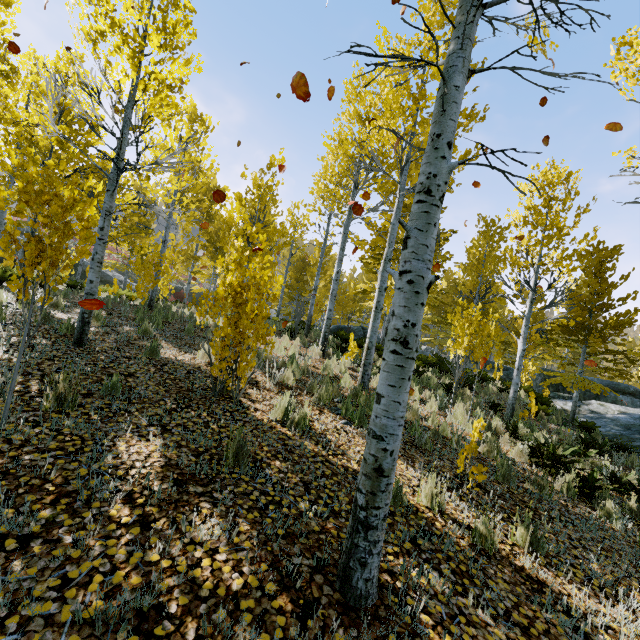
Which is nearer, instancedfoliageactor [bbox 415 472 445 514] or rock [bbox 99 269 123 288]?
instancedfoliageactor [bbox 415 472 445 514]

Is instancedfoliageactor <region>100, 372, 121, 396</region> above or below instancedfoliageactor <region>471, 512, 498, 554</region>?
above

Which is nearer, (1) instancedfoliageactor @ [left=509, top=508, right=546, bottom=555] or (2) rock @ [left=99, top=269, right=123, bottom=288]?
(1) instancedfoliageactor @ [left=509, top=508, right=546, bottom=555]

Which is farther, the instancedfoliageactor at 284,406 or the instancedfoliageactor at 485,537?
the instancedfoliageactor at 284,406

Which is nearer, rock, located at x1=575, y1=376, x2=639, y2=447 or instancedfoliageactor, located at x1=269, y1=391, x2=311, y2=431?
instancedfoliageactor, located at x1=269, y1=391, x2=311, y2=431

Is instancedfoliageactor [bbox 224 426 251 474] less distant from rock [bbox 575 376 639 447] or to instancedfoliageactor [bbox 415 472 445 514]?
rock [bbox 575 376 639 447]

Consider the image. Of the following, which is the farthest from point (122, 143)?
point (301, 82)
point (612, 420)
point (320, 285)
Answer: point (320, 285)
